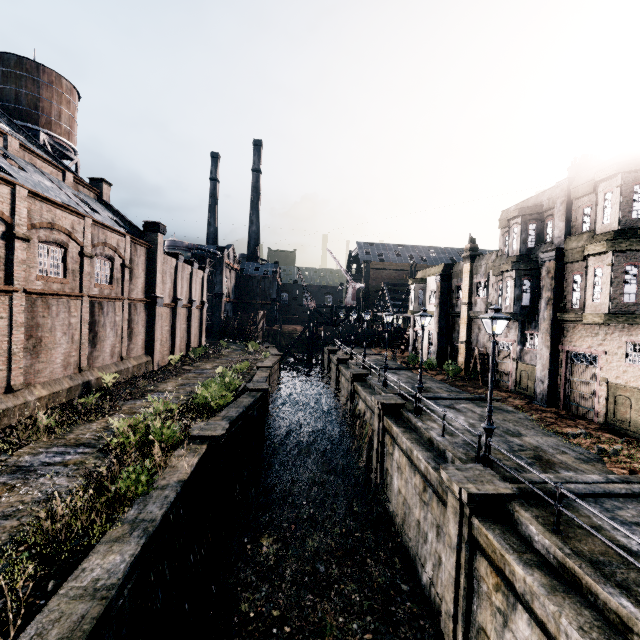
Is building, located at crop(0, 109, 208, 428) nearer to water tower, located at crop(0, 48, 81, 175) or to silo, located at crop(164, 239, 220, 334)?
silo, located at crop(164, 239, 220, 334)

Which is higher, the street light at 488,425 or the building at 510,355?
the building at 510,355

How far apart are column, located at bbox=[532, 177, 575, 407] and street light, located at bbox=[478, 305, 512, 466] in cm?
1021

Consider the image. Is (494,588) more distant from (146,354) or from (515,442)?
(146,354)

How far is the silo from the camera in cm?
5541

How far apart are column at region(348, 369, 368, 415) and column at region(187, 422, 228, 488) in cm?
1362

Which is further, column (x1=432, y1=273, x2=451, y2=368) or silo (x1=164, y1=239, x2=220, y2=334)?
silo (x1=164, y1=239, x2=220, y2=334)

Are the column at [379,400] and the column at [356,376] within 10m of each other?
yes
